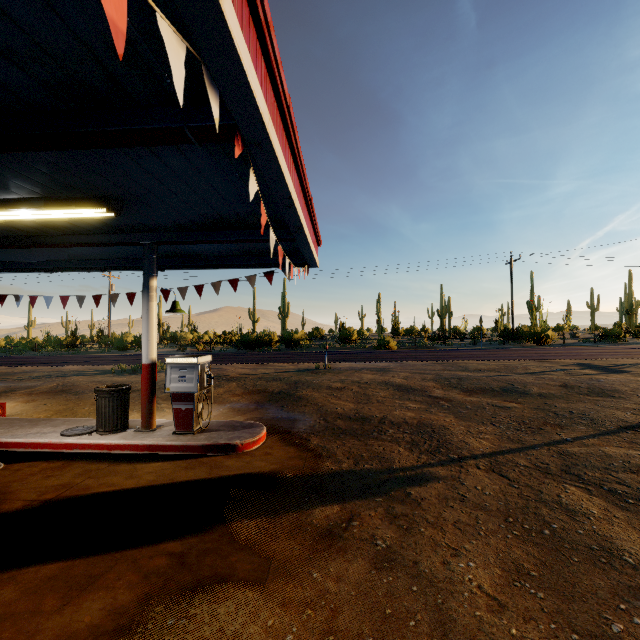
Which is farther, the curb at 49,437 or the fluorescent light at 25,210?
the curb at 49,437

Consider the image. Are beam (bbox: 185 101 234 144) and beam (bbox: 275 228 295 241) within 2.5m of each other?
no

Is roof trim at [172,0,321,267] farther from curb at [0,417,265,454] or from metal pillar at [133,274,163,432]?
curb at [0,417,265,454]

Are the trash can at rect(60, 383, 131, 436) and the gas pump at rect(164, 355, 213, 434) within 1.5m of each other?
yes

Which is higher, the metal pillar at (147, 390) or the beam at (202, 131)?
the beam at (202, 131)

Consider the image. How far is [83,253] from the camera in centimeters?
845cm

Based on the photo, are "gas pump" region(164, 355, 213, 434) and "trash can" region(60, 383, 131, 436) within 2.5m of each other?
yes

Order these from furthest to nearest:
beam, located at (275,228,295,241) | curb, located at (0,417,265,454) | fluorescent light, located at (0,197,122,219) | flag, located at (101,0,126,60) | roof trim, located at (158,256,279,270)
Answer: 1. roof trim, located at (158,256,279,270)
2. beam, located at (275,228,295,241)
3. curb, located at (0,417,265,454)
4. fluorescent light, located at (0,197,122,219)
5. flag, located at (101,0,126,60)
